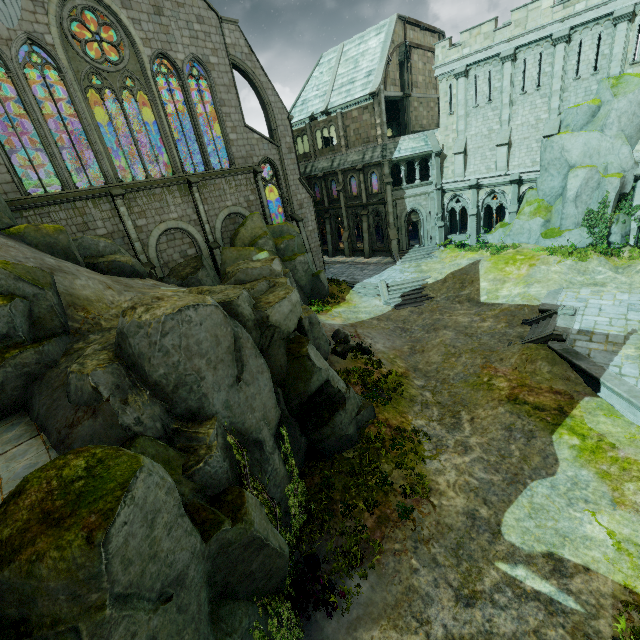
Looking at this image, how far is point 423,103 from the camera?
33.7 meters

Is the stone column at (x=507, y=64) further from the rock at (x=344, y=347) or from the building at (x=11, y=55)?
the rock at (x=344, y=347)

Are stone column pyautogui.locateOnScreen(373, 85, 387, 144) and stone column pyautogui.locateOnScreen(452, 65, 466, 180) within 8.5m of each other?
yes

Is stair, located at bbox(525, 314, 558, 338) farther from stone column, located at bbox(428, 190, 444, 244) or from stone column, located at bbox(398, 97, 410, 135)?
stone column, located at bbox(398, 97, 410, 135)

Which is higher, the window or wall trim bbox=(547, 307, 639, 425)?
the window

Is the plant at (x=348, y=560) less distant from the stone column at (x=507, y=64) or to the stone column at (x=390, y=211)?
the stone column at (x=390, y=211)

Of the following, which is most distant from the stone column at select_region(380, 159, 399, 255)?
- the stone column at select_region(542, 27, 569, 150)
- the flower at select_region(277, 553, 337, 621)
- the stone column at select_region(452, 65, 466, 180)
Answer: the flower at select_region(277, 553, 337, 621)

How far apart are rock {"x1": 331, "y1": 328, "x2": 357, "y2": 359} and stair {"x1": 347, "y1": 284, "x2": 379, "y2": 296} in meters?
7.4
